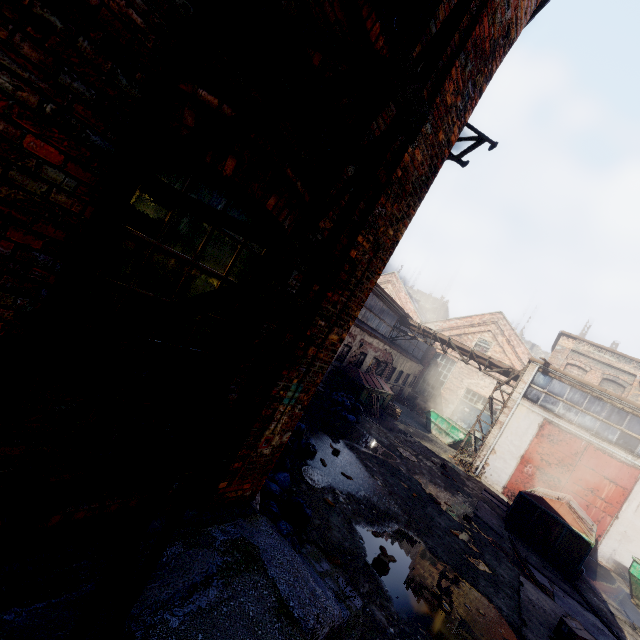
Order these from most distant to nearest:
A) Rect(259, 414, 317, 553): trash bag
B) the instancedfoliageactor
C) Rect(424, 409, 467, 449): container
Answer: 1. Rect(424, 409, 467, 449): container
2. the instancedfoliageactor
3. Rect(259, 414, 317, 553): trash bag

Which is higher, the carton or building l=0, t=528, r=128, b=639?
building l=0, t=528, r=128, b=639

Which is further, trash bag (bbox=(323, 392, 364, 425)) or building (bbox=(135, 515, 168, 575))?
trash bag (bbox=(323, 392, 364, 425))

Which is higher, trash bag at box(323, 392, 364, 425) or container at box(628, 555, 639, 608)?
container at box(628, 555, 639, 608)

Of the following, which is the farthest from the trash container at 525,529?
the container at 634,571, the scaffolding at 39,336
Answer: the scaffolding at 39,336

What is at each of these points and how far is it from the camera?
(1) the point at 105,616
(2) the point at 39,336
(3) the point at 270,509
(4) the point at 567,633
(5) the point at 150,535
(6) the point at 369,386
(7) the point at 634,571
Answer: (1) building, 2.12m
(2) scaffolding, 1.65m
(3) trash bag, 4.52m
(4) carton, 6.22m
(5) building, 2.82m
(6) trash container, 16.66m
(7) container, 10.63m

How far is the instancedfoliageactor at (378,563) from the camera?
5.52m

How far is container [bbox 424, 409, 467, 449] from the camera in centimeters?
2033cm
